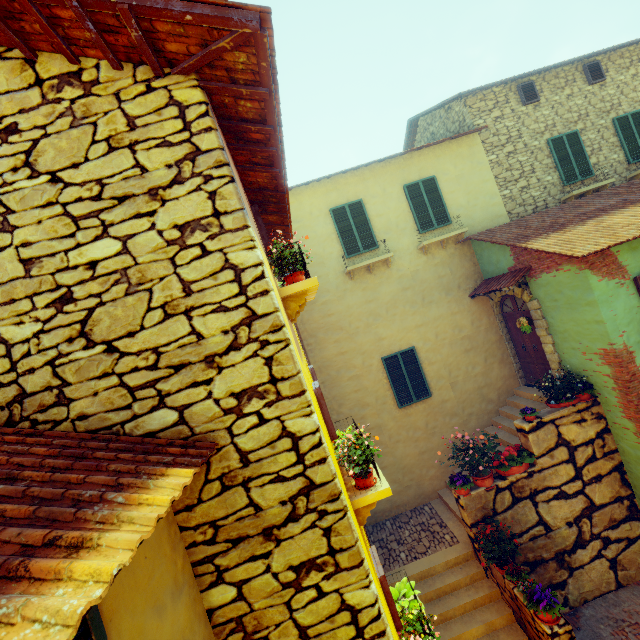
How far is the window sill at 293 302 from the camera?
3.6m

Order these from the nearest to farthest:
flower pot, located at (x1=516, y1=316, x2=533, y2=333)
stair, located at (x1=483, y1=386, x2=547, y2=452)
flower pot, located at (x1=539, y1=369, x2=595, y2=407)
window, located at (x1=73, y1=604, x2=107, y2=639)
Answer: window, located at (x1=73, y1=604, x2=107, y2=639), flower pot, located at (x1=539, y1=369, x2=595, y2=407), flower pot, located at (x1=516, y1=316, x2=533, y2=333), stair, located at (x1=483, y1=386, x2=547, y2=452)

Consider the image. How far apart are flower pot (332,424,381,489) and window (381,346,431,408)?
6.21m

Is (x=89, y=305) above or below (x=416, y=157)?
below

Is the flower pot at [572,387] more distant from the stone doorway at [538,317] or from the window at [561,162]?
the window at [561,162]

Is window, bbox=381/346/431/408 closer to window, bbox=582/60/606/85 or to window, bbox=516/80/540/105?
window, bbox=516/80/540/105

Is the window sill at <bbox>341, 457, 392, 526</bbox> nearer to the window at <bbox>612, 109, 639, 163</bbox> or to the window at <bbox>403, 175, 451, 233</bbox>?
the window at <bbox>403, 175, 451, 233</bbox>

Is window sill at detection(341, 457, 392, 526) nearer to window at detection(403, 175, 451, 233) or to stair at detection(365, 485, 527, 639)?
stair at detection(365, 485, 527, 639)
